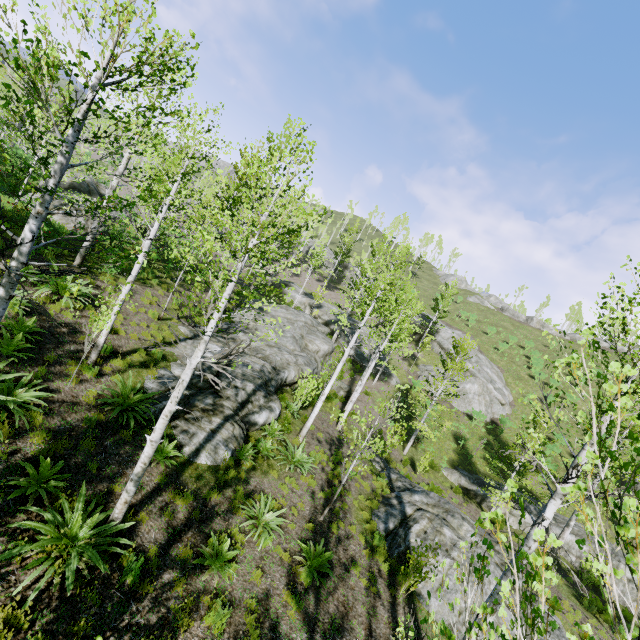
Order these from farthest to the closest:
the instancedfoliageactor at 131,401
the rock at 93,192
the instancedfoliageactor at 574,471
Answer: the rock at 93,192 < the instancedfoliageactor at 131,401 < the instancedfoliageactor at 574,471

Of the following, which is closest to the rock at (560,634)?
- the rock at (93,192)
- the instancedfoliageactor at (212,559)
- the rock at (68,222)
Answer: the instancedfoliageactor at (212,559)

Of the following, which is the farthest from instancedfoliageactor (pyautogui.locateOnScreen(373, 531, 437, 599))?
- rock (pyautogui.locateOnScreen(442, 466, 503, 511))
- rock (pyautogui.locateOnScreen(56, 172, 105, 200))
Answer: rock (pyautogui.locateOnScreen(56, 172, 105, 200))

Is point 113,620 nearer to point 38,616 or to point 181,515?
point 38,616

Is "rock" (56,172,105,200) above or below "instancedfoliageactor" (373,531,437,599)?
above

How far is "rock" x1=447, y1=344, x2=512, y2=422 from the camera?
31.41m

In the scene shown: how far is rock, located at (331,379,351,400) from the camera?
23.31m

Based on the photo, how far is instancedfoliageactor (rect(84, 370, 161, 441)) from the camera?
8.2 meters
